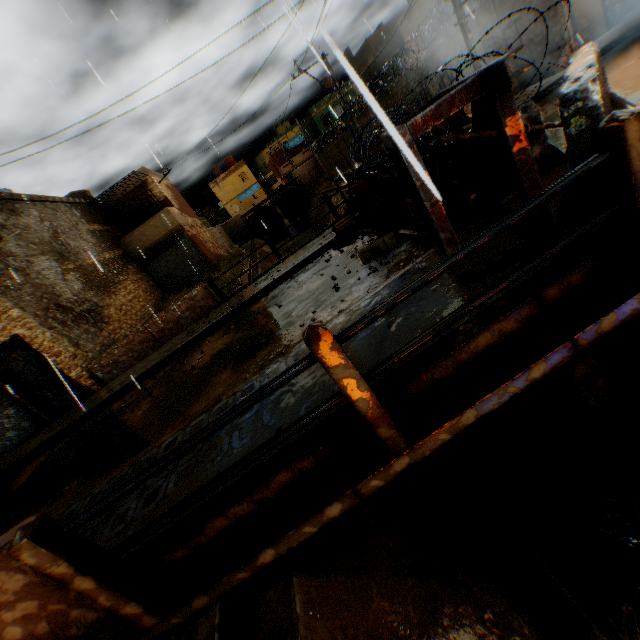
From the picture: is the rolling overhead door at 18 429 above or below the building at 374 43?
below

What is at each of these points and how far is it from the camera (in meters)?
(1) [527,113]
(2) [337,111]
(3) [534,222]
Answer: (1) concrete block, 4.23
(2) building, 45.19
(3) steel platform, 2.94

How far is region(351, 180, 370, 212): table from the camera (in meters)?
8.73

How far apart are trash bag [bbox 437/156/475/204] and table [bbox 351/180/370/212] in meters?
2.4 m

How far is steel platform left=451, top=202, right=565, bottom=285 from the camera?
2.9 meters

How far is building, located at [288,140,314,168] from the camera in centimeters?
4984cm

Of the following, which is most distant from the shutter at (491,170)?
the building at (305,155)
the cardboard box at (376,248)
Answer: the building at (305,155)

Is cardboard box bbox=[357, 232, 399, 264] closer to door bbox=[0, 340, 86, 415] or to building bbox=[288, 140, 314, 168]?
door bbox=[0, 340, 86, 415]
